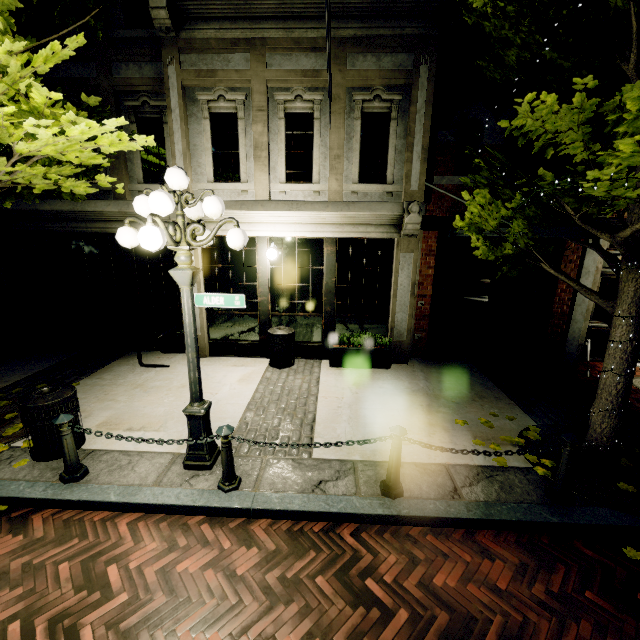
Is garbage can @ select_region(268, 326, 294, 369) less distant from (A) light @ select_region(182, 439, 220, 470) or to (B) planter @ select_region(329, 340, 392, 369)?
(B) planter @ select_region(329, 340, 392, 369)

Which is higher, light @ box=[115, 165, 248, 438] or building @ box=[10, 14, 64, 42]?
building @ box=[10, 14, 64, 42]

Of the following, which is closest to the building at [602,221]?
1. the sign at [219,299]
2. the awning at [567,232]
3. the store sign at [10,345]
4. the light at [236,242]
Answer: the store sign at [10,345]

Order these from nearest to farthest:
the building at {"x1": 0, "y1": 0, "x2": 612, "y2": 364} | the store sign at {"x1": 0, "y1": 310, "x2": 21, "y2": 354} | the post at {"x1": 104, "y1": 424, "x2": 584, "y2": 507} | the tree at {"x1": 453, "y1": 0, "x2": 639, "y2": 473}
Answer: the tree at {"x1": 453, "y1": 0, "x2": 639, "y2": 473} → the post at {"x1": 104, "y1": 424, "x2": 584, "y2": 507} → the building at {"x1": 0, "y1": 0, "x2": 612, "y2": 364} → the store sign at {"x1": 0, "y1": 310, "x2": 21, "y2": 354}

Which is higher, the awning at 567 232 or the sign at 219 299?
the awning at 567 232

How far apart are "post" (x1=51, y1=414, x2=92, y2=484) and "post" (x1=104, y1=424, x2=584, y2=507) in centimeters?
341cm

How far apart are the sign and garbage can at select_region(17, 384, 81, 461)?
2.3m

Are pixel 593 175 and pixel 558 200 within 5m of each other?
yes
